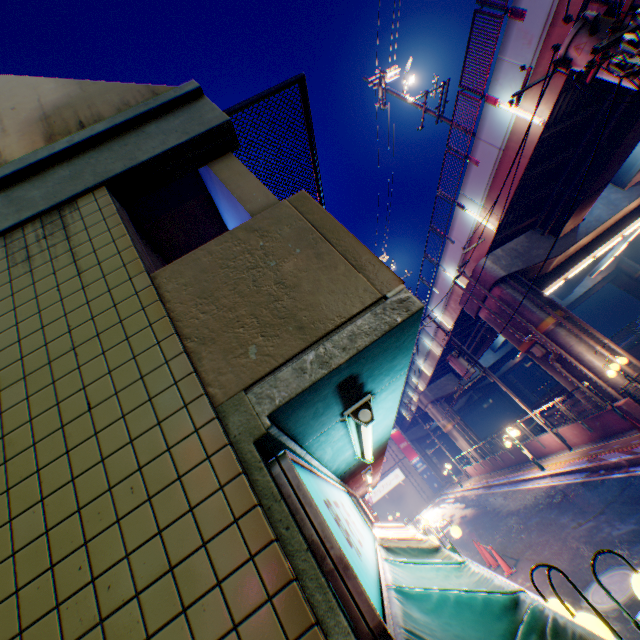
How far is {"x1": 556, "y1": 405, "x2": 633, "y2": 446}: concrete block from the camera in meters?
12.8 m

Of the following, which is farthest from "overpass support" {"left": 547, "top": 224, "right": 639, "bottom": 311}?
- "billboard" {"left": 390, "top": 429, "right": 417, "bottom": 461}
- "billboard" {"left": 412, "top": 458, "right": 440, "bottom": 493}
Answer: "billboard" {"left": 412, "top": 458, "right": 440, "bottom": 493}

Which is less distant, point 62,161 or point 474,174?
point 62,161

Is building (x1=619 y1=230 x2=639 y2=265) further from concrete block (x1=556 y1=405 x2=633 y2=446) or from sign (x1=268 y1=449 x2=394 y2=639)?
concrete block (x1=556 y1=405 x2=633 y2=446)

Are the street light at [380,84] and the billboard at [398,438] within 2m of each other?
no

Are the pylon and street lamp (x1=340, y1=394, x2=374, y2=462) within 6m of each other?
yes

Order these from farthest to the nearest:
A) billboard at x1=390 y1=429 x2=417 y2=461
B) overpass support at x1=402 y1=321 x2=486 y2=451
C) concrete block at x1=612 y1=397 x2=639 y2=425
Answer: billboard at x1=390 y1=429 x2=417 y2=461, overpass support at x1=402 y1=321 x2=486 y2=451, concrete block at x1=612 y1=397 x2=639 y2=425

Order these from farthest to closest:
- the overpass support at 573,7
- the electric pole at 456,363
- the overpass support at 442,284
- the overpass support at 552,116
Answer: the overpass support at 442,284, the electric pole at 456,363, the overpass support at 552,116, the overpass support at 573,7
